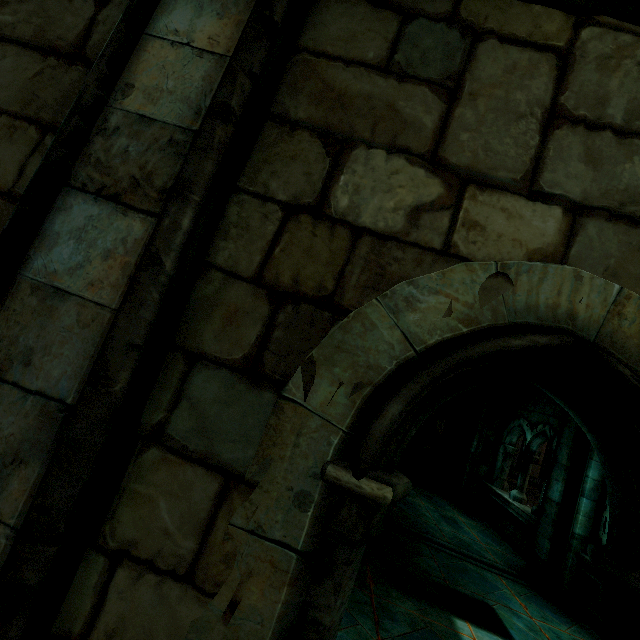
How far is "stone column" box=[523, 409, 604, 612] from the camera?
5.61m

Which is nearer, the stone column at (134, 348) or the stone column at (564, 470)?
the stone column at (134, 348)

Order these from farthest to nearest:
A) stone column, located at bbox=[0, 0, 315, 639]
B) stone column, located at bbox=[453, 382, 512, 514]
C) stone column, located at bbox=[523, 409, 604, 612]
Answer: stone column, located at bbox=[453, 382, 512, 514], stone column, located at bbox=[523, 409, 604, 612], stone column, located at bbox=[0, 0, 315, 639]

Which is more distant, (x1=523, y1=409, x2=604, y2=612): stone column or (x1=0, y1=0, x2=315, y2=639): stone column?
(x1=523, y1=409, x2=604, y2=612): stone column

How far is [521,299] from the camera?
1.0m

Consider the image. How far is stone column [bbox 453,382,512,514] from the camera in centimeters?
934cm

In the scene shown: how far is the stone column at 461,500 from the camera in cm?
934

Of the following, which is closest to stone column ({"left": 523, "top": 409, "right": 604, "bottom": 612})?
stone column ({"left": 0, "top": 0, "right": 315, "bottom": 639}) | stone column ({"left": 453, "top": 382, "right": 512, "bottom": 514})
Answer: stone column ({"left": 453, "top": 382, "right": 512, "bottom": 514})
